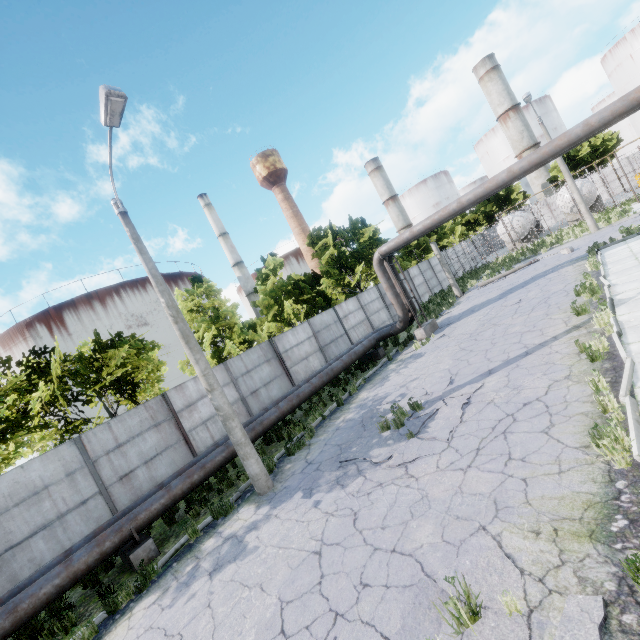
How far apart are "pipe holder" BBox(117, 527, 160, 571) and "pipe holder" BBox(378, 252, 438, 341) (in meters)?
13.56

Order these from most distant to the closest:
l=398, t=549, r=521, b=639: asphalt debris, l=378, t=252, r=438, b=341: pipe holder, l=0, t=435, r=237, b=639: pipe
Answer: l=378, t=252, r=438, b=341: pipe holder < l=0, t=435, r=237, b=639: pipe < l=398, t=549, r=521, b=639: asphalt debris

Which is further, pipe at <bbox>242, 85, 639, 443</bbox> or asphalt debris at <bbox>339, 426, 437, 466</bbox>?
pipe at <bbox>242, 85, 639, 443</bbox>

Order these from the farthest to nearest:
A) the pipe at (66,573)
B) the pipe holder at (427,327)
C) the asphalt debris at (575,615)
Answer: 1. the pipe holder at (427,327)
2. the pipe at (66,573)
3. the asphalt debris at (575,615)

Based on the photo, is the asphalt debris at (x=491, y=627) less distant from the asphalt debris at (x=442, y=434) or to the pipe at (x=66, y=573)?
the asphalt debris at (x=442, y=434)

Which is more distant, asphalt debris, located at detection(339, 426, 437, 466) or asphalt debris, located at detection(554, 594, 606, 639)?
asphalt debris, located at detection(339, 426, 437, 466)

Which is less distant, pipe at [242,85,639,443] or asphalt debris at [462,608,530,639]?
asphalt debris at [462,608,530,639]

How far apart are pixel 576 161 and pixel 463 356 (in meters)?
50.89
